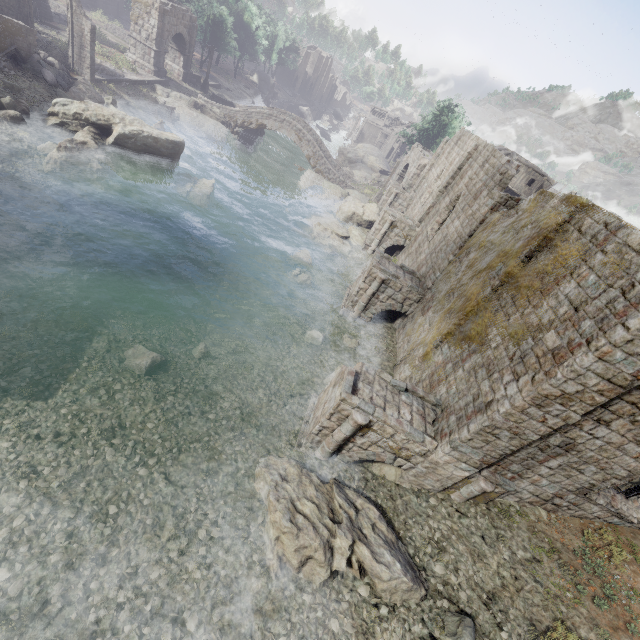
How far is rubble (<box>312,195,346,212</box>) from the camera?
32.91m

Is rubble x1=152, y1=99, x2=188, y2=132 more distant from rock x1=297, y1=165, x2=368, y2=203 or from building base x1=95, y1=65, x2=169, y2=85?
rock x1=297, y1=165, x2=368, y2=203

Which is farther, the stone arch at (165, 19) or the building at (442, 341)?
the stone arch at (165, 19)

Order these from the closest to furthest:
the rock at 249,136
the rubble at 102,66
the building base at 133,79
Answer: the building base at 133,79, the rubble at 102,66, the rock at 249,136

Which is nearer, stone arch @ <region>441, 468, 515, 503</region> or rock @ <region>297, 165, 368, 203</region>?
stone arch @ <region>441, 468, 515, 503</region>

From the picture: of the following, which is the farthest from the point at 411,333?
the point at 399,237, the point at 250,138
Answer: the point at 250,138

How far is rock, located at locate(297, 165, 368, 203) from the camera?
35.28m

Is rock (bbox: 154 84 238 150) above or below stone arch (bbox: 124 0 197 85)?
below
